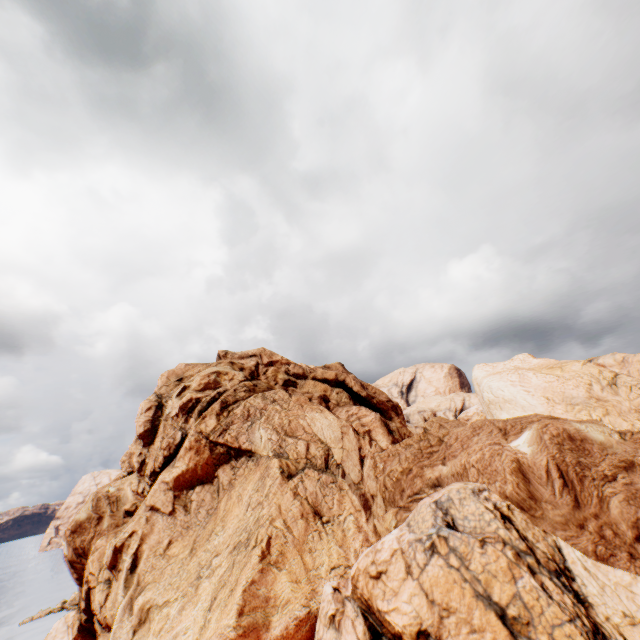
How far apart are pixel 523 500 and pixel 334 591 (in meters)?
12.18
